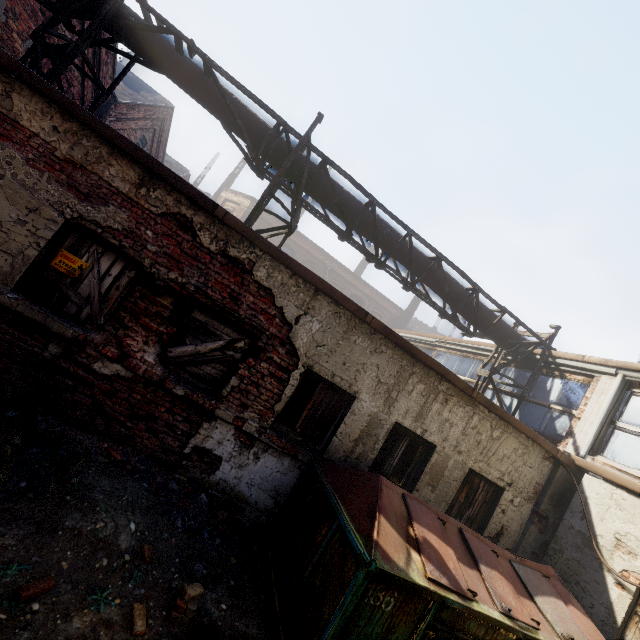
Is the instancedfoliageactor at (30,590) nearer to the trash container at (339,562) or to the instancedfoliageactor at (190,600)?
the instancedfoliageactor at (190,600)

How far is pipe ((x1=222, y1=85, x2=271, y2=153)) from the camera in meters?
6.6

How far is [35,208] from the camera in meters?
4.0 m

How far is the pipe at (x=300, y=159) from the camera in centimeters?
700cm

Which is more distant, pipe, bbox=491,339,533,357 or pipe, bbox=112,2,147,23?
pipe, bbox=491,339,533,357

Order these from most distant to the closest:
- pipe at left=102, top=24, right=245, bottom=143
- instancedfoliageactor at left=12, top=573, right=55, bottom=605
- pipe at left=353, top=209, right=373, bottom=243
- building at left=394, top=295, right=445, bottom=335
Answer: building at left=394, top=295, right=445, bottom=335, pipe at left=353, top=209, right=373, bottom=243, pipe at left=102, top=24, right=245, bottom=143, instancedfoliageactor at left=12, top=573, right=55, bottom=605

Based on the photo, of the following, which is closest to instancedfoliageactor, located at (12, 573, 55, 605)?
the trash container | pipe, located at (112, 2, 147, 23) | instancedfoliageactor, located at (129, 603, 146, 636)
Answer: instancedfoliageactor, located at (129, 603, 146, 636)

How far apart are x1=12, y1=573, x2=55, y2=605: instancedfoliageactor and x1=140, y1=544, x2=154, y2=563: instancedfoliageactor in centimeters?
85cm
